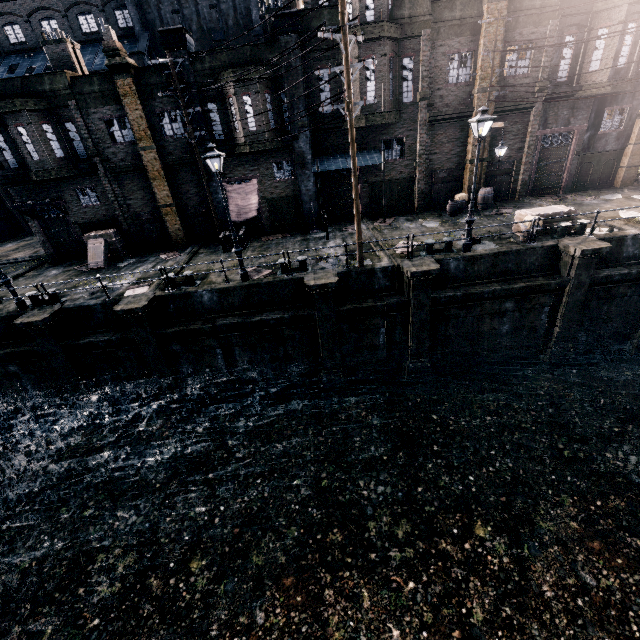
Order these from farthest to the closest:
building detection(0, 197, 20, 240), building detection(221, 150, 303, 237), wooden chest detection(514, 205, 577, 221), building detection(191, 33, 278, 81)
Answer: Result:
1. building detection(0, 197, 20, 240)
2. building detection(221, 150, 303, 237)
3. building detection(191, 33, 278, 81)
4. wooden chest detection(514, 205, 577, 221)

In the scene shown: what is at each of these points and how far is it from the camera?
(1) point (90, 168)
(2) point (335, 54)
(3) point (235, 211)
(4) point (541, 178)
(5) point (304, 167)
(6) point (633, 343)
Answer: (1) cornice, 20.0 meters
(2) building, 18.8 meters
(3) cloth, 22.0 meters
(4) building, 23.3 meters
(5) column, 20.7 meters
(6) column, 17.1 meters

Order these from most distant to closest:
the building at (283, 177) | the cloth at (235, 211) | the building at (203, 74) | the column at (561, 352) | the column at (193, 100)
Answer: the cloth at (235, 211)
the building at (283, 177)
the column at (193, 100)
the building at (203, 74)
the column at (561, 352)

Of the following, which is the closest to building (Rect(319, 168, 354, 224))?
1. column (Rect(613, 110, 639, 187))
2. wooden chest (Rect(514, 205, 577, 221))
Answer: column (Rect(613, 110, 639, 187))

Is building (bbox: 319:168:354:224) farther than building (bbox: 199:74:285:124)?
Yes

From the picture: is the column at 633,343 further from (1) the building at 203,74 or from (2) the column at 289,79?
(1) the building at 203,74

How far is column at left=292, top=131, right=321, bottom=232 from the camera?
20.0m

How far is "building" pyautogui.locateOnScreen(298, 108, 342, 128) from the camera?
19.5 meters
